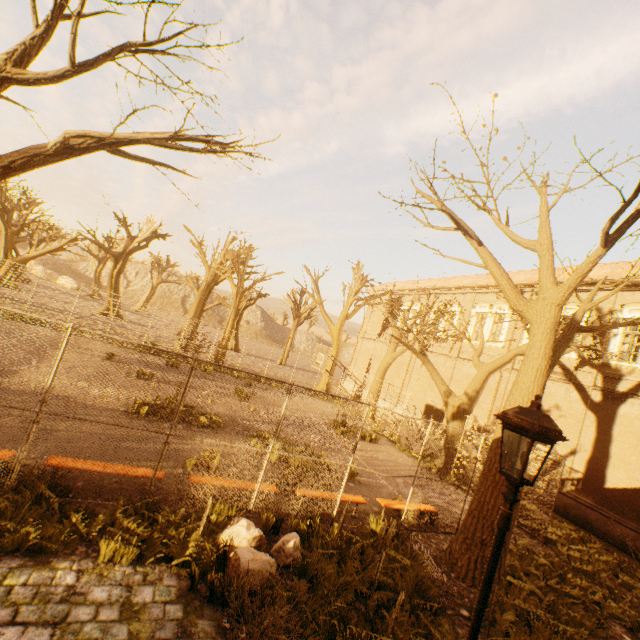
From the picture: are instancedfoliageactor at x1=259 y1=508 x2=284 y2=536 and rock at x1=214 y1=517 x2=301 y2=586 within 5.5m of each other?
yes

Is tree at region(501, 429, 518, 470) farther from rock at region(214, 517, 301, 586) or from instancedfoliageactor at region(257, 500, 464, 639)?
rock at region(214, 517, 301, 586)

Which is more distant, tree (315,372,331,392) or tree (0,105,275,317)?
tree (315,372,331,392)

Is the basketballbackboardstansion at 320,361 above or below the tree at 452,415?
below

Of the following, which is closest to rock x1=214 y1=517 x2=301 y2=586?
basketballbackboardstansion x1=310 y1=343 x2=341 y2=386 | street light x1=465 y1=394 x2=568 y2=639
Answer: street light x1=465 y1=394 x2=568 y2=639

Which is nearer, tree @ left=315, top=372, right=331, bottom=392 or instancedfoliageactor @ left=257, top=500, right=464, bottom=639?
instancedfoliageactor @ left=257, top=500, right=464, bottom=639

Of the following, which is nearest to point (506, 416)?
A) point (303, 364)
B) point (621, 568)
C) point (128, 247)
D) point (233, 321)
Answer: point (621, 568)

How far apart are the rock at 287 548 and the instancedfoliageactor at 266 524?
0.29m
